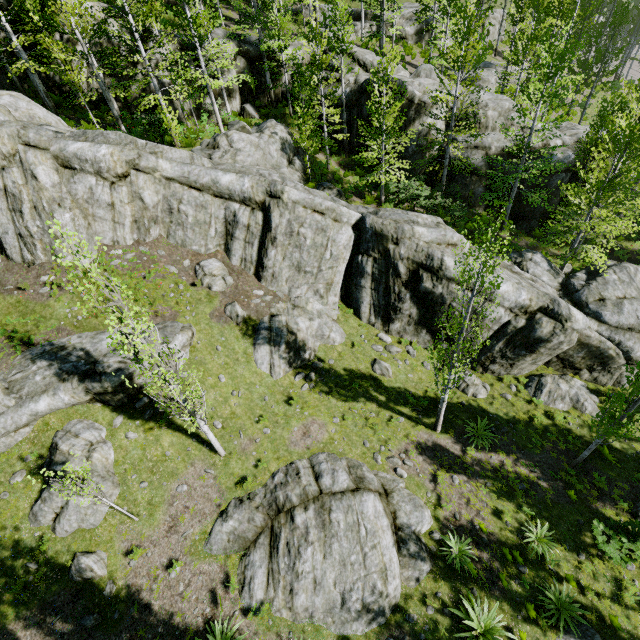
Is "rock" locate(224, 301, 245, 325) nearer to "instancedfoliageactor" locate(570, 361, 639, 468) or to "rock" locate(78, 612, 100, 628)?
"instancedfoliageactor" locate(570, 361, 639, 468)

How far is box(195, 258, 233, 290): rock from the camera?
15.9 meters

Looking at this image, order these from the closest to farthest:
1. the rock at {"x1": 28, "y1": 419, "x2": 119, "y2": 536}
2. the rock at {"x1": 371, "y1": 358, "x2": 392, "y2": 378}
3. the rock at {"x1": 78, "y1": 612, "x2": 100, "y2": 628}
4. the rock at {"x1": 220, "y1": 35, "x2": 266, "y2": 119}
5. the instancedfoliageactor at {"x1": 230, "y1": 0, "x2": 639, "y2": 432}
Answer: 1. the rock at {"x1": 78, "y1": 612, "x2": 100, "y2": 628}
2. the rock at {"x1": 28, "y1": 419, "x2": 119, "y2": 536}
3. the instancedfoliageactor at {"x1": 230, "y1": 0, "x2": 639, "y2": 432}
4. the rock at {"x1": 371, "y1": 358, "x2": 392, "y2": 378}
5. the rock at {"x1": 220, "y1": 35, "x2": 266, "y2": 119}

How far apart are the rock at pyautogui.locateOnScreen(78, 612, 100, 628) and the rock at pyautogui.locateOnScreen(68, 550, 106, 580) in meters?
0.8

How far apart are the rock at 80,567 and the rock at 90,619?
0.76m

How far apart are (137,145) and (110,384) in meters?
11.0

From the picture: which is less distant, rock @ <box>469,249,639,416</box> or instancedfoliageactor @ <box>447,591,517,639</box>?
instancedfoliageactor @ <box>447,591,517,639</box>

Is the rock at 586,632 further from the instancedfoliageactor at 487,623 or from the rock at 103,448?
the rock at 103,448
